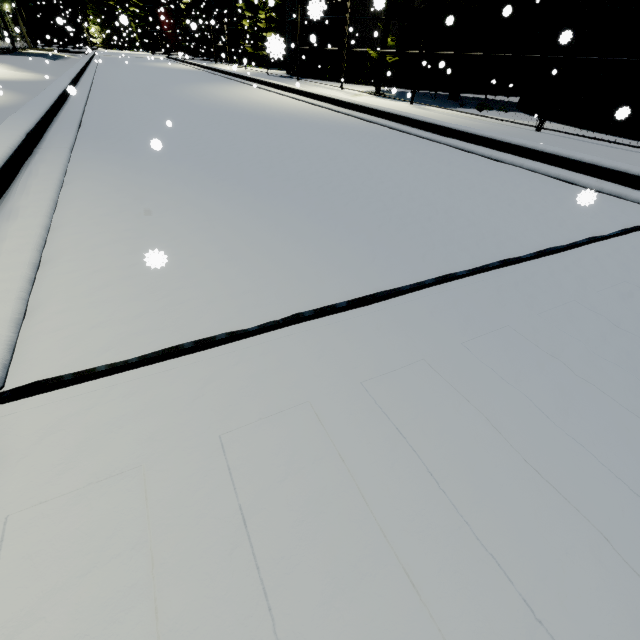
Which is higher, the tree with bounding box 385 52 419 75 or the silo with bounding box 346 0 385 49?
the silo with bounding box 346 0 385 49

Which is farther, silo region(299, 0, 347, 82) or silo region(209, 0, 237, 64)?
silo region(209, 0, 237, 64)

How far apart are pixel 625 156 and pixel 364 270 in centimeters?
741cm

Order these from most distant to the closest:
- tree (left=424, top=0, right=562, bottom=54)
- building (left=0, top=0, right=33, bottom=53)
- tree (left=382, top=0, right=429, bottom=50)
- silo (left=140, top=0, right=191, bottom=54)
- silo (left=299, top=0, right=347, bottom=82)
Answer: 1. silo (left=140, top=0, right=191, bottom=54)
2. building (left=0, top=0, right=33, bottom=53)
3. silo (left=299, top=0, right=347, bottom=82)
4. tree (left=382, top=0, right=429, bottom=50)
5. tree (left=424, top=0, right=562, bottom=54)

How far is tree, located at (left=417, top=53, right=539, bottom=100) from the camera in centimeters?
1148cm

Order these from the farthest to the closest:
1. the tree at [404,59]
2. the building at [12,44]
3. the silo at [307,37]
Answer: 1. the building at [12,44]
2. the silo at [307,37]
3. the tree at [404,59]

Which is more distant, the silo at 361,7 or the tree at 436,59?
the silo at 361,7

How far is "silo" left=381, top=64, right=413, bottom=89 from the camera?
18.0m
